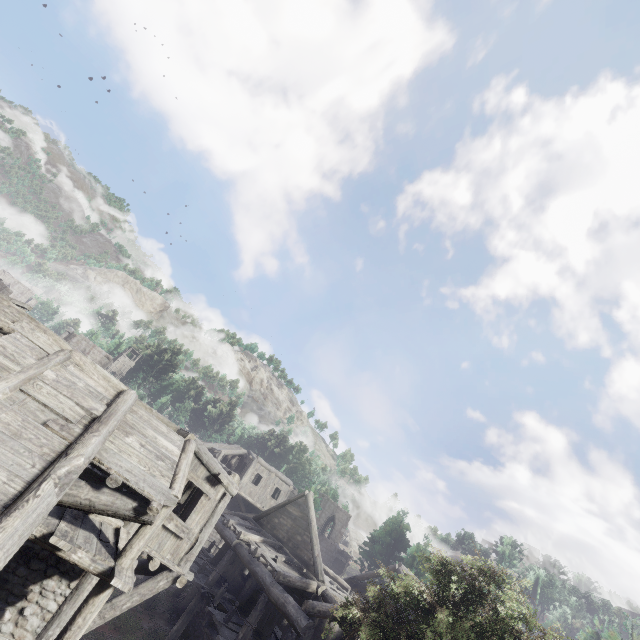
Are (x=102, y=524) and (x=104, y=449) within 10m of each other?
yes
